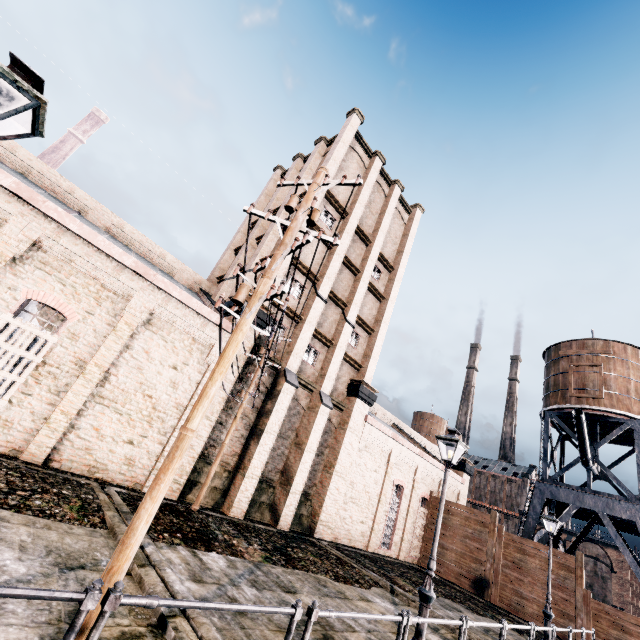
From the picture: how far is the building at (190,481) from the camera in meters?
14.4

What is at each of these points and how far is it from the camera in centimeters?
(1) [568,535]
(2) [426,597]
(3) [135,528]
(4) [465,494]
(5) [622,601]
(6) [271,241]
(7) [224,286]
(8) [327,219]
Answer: (1) building, 5591cm
(2) street light, 818cm
(3) electric pole, 417cm
(4) building, 3303cm
(5) building, 4847cm
(6) building, 2372cm
(7) building, 2431cm
(8) building, 2412cm

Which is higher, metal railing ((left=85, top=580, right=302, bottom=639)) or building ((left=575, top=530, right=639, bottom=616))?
building ((left=575, top=530, right=639, bottom=616))

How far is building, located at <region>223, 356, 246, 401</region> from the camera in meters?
16.3 m

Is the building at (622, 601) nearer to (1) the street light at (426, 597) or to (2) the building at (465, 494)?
(2) the building at (465, 494)

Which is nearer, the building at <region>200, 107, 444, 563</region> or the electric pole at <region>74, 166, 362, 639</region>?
the electric pole at <region>74, 166, 362, 639</region>

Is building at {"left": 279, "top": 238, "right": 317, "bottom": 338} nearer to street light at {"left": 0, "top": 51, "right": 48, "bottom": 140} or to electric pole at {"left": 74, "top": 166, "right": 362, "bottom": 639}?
electric pole at {"left": 74, "top": 166, "right": 362, "bottom": 639}

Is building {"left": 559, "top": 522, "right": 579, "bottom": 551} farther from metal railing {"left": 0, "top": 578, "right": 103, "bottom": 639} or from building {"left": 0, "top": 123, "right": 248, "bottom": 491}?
metal railing {"left": 0, "top": 578, "right": 103, "bottom": 639}
